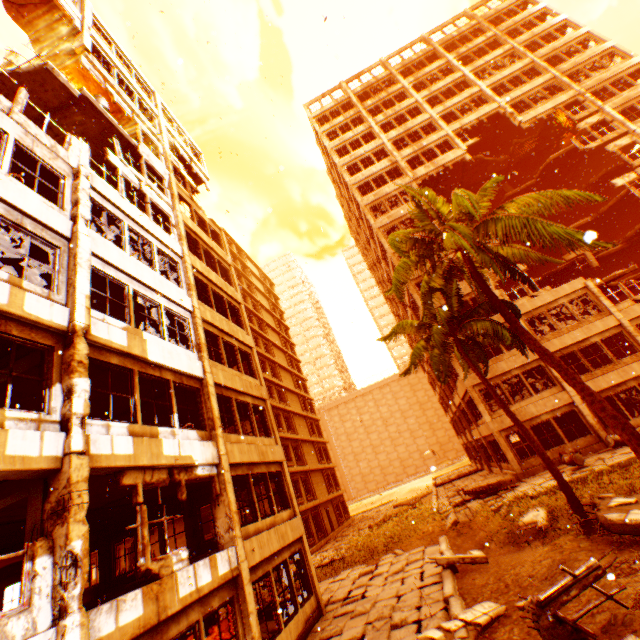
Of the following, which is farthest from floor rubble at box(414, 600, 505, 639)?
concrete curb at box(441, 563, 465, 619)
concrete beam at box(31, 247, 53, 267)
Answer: concrete beam at box(31, 247, 53, 267)

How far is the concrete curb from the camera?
8.43m

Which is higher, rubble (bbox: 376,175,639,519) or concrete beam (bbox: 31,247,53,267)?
concrete beam (bbox: 31,247,53,267)

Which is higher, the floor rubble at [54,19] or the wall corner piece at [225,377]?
the floor rubble at [54,19]

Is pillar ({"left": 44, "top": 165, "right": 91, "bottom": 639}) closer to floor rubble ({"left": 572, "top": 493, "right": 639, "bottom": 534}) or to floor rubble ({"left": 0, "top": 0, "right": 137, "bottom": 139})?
floor rubble ({"left": 0, "top": 0, "right": 137, "bottom": 139})

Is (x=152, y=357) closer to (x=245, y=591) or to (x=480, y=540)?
(x=245, y=591)

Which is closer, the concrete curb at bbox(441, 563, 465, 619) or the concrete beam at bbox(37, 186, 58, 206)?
the concrete curb at bbox(441, 563, 465, 619)

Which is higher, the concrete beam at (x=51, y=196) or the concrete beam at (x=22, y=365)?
the concrete beam at (x=51, y=196)
